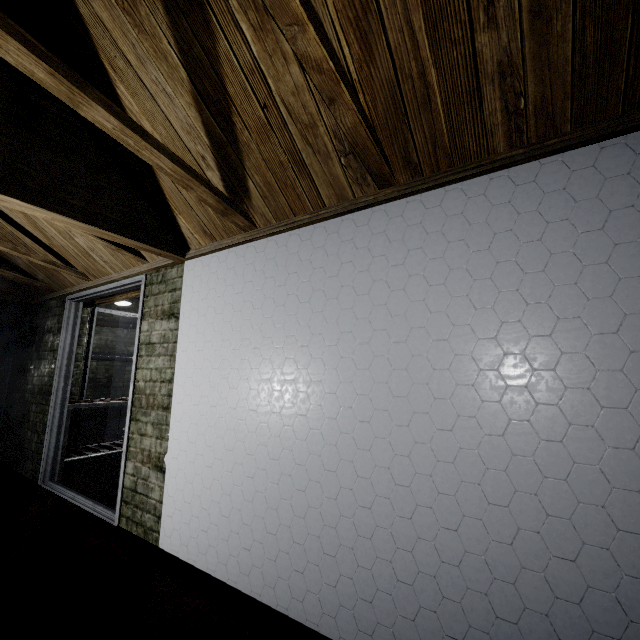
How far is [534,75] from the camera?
1.1m

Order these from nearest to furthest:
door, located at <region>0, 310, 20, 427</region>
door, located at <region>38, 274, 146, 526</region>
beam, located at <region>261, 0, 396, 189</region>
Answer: beam, located at <region>261, 0, 396, 189</region> < door, located at <region>38, 274, 146, 526</region> < door, located at <region>0, 310, 20, 427</region>

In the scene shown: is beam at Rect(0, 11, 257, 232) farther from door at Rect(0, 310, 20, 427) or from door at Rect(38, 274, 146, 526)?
door at Rect(0, 310, 20, 427)

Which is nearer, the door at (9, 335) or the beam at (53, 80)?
the beam at (53, 80)

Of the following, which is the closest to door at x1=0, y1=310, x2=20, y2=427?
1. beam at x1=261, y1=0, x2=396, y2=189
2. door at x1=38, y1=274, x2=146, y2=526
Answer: door at x1=38, y1=274, x2=146, y2=526

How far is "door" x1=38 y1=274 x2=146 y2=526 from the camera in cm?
256

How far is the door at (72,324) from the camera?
2.6 meters
